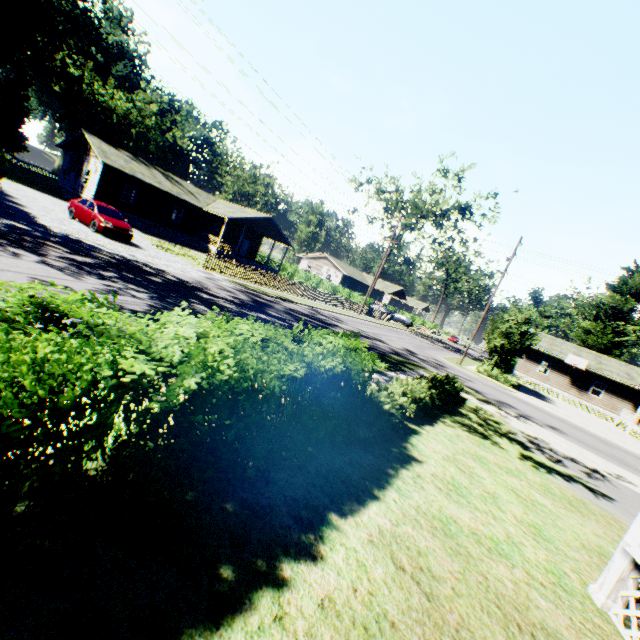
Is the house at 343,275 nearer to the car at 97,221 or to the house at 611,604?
the car at 97,221

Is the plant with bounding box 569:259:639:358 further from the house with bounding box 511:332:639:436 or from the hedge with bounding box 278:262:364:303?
the hedge with bounding box 278:262:364:303

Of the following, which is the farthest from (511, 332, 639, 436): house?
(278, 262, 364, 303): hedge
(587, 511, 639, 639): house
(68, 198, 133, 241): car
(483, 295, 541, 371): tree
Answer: (68, 198, 133, 241): car

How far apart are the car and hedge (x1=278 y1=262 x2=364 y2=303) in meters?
28.0 m

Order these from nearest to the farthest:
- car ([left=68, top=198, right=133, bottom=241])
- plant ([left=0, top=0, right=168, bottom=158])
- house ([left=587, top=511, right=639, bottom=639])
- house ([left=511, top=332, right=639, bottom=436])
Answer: house ([left=587, top=511, right=639, bottom=639]), car ([left=68, top=198, right=133, bottom=241]), house ([left=511, top=332, right=639, bottom=436]), plant ([left=0, top=0, right=168, bottom=158])

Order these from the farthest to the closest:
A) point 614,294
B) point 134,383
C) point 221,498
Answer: point 614,294, point 221,498, point 134,383

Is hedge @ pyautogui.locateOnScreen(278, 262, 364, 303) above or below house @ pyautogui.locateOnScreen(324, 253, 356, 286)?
below

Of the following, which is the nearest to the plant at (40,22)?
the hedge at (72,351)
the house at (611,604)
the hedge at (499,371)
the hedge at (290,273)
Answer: the house at (611,604)
